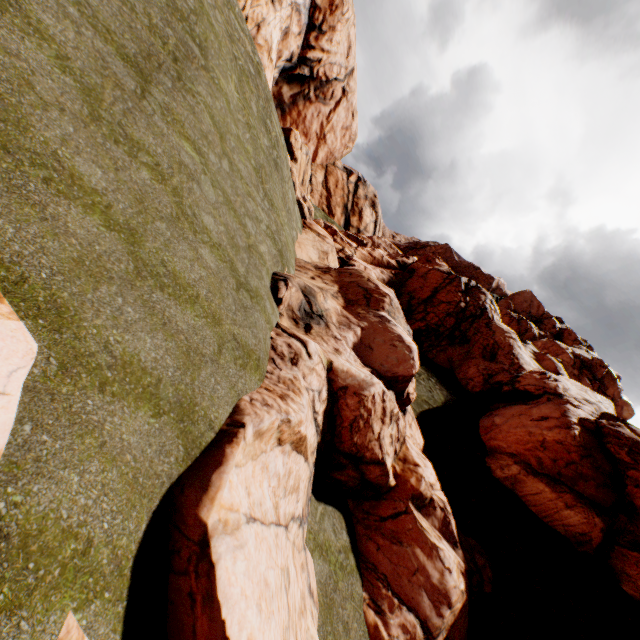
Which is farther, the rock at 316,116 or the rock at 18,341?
the rock at 316,116

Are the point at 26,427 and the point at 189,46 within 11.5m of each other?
no

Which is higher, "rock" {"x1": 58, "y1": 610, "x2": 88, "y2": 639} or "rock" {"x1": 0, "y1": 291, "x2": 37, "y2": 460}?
"rock" {"x1": 0, "y1": 291, "x2": 37, "y2": 460}

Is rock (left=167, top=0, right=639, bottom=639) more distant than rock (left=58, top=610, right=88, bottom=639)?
Answer: Yes
